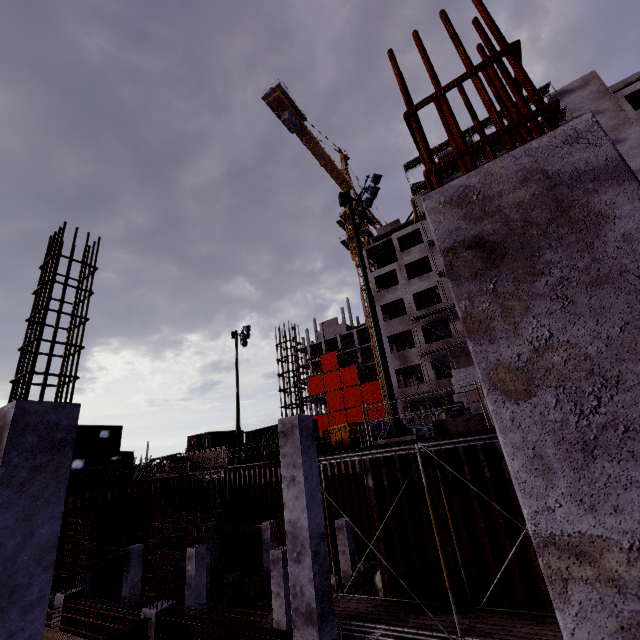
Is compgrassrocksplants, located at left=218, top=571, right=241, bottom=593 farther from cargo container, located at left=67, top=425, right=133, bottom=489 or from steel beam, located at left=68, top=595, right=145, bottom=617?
cargo container, located at left=67, top=425, right=133, bottom=489

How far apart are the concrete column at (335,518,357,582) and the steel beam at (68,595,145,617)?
9.5m

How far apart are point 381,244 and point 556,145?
42.4 meters

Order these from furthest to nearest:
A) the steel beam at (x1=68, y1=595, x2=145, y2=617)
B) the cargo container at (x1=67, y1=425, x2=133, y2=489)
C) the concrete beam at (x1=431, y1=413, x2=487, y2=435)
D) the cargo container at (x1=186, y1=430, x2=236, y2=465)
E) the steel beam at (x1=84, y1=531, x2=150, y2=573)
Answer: the cargo container at (x1=186, y1=430, x2=236, y2=465) → the cargo container at (x1=67, y1=425, x2=133, y2=489) → the steel beam at (x1=84, y1=531, x2=150, y2=573) → the concrete beam at (x1=431, y1=413, x2=487, y2=435) → the steel beam at (x1=68, y1=595, x2=145, y2=617)

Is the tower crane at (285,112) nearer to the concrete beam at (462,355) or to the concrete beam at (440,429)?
the concrete beam at (462,355)

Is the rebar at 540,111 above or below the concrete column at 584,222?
above

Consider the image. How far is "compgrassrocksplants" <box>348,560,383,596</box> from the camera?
13.7 meters

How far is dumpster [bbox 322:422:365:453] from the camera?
20.7m
